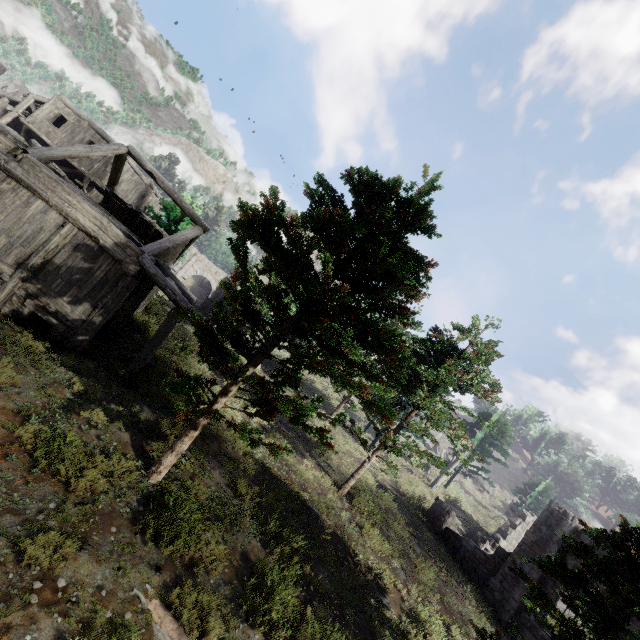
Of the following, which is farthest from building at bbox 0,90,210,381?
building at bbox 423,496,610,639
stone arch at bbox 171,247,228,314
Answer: building at bbox 423,496,610,639

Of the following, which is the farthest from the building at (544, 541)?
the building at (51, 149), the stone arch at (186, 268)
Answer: the stone arch at (186, 268)

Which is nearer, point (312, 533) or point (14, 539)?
point (14, 539)

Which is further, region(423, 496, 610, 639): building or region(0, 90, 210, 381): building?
region(423, 496, 610, 639): building

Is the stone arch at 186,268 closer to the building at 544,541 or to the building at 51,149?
the building at 51,149

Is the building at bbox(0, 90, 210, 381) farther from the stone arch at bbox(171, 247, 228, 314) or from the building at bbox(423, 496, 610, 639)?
the building at bbox(423, 496, 610, 639)
